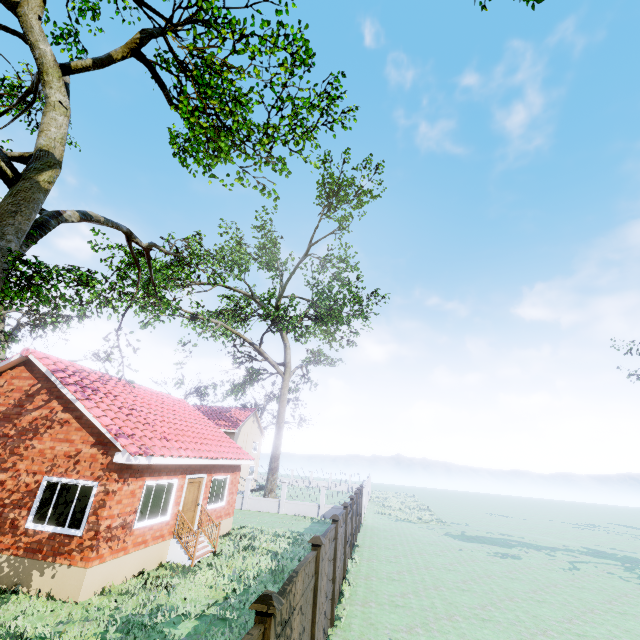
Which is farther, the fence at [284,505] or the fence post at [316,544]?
the fence at [284,505]

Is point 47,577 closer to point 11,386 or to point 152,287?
point 11,386

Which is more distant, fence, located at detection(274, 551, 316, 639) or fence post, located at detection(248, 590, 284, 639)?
fence, located at detection(274, 551, 316, 639)

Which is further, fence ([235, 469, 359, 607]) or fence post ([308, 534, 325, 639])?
fence ([235, 469, 359, 607])

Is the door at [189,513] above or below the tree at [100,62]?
below

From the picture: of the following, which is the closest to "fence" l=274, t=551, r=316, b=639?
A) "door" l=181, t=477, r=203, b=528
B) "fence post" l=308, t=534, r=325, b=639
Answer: "fence post" l=308, t=534, r=325, b=639

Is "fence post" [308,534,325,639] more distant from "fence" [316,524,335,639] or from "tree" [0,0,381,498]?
"tree" [0,0,381,498]
